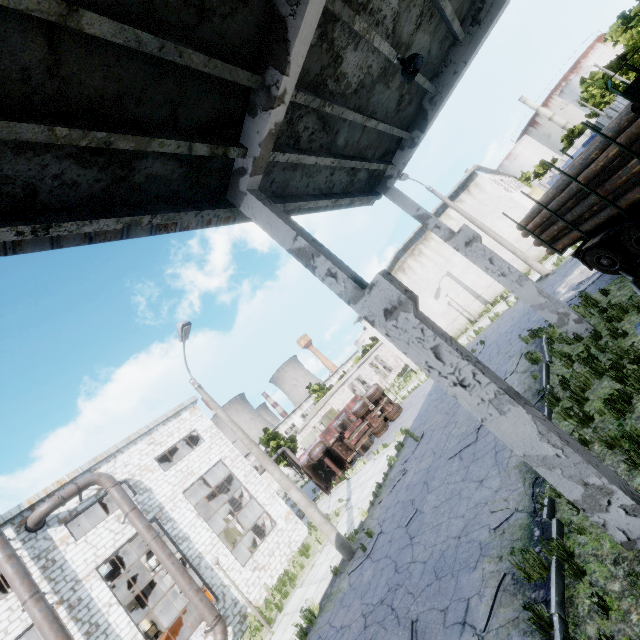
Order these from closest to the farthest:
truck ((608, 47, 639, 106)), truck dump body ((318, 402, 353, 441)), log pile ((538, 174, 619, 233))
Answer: truck ((608, 47, 639, 106))
log pile ((538, 174, 619, 233))
truck dump body ((318, 402, 353, 441))

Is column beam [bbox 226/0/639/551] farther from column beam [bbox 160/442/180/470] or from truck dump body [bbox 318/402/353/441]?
truck dump body [bbox 318/402/353/441]

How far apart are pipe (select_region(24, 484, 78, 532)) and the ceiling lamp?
19.7 meters

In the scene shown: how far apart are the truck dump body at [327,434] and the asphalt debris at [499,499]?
21.8 meters

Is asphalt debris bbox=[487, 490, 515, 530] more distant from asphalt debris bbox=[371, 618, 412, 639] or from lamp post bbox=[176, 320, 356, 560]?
lamp post bbox=[176, 320, 356, 560]

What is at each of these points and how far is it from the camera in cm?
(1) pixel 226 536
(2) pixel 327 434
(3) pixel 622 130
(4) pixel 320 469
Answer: (1) door, 2811
(2) truck dump body, 2842
(3) log pile, 743
(4) truck, 2305

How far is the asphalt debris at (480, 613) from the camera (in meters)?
5.12
